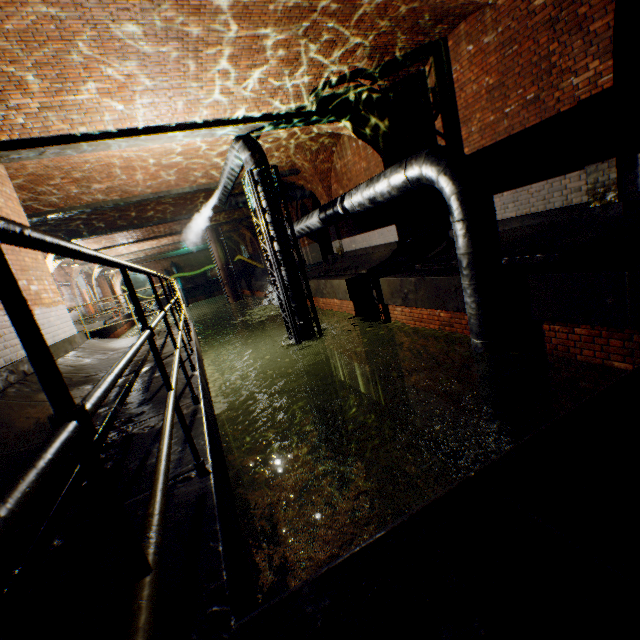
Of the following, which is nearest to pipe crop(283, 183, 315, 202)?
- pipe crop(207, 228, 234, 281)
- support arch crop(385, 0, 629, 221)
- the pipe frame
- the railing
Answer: the pipe frame

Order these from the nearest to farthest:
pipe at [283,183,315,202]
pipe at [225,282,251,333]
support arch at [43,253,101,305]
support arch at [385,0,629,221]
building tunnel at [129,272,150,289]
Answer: support arch at [385,0,629,221], pipe at [283,183,315,202], support arch at [43,253,101,305], pipe at [225,282,251,333], building tunnel at [129,272,150,289]

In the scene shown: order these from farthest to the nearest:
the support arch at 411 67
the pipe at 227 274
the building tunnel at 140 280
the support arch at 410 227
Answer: the building tunnel at 140 280 → the pipe at 227 274 → the support arch at 410 227 → the support arch at 411 67

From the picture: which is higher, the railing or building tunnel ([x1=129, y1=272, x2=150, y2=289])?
building tunnel ([x1=129, y1=272, x2=150, y2=289])

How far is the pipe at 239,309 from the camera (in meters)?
24.84

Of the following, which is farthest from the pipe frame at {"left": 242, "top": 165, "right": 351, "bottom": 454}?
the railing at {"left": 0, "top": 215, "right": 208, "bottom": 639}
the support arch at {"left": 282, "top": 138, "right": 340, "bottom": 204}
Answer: the support arch at {"left": 282, "top": 138, "right": 340, "bottom": 204}

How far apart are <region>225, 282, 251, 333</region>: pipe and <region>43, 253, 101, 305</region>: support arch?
9.1m

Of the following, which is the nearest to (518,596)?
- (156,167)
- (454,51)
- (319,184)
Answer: (454,51)
